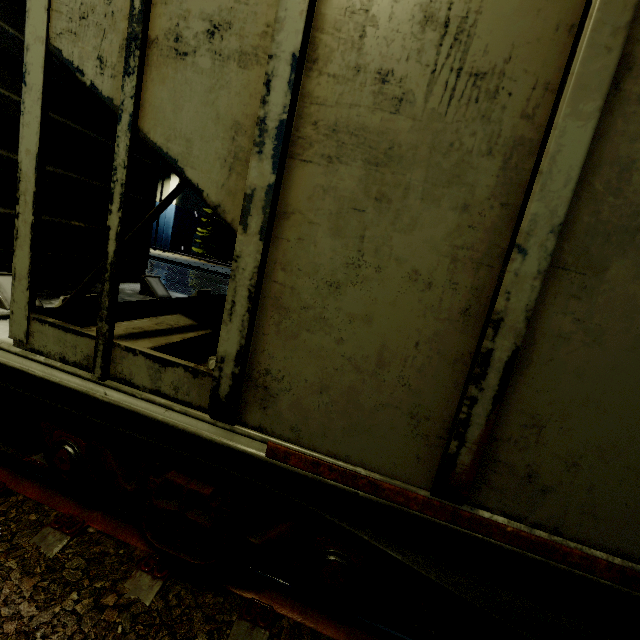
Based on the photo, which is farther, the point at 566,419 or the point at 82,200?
the point at 82,200

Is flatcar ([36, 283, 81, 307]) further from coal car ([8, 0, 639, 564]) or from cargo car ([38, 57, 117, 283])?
coal car ([8, 0, 639, 564])

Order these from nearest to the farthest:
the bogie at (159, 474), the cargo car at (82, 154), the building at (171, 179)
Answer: the bogie at (159, 474)
the cargo car at (82, 154)
the building at (171, 179)

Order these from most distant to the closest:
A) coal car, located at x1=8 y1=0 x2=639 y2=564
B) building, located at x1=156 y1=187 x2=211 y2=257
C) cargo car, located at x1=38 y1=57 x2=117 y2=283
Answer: building, located at x1=156 y1=187 x2=211 y2=257
cargo car, located at x1=38 y1=57 x2=117 y2=283
coal car, located at x1=8 y1=0 x2=639 y2=564

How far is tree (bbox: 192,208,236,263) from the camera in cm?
3484

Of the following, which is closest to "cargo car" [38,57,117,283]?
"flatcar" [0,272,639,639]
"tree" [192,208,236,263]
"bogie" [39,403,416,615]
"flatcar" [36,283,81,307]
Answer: "flatcar" [36,283,81,307]

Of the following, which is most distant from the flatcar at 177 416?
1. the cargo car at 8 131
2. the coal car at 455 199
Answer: the cargo car at 8 131

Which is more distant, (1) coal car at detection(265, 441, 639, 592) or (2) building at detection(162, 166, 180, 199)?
(2) building at detection(162, 166, 180, 199)
